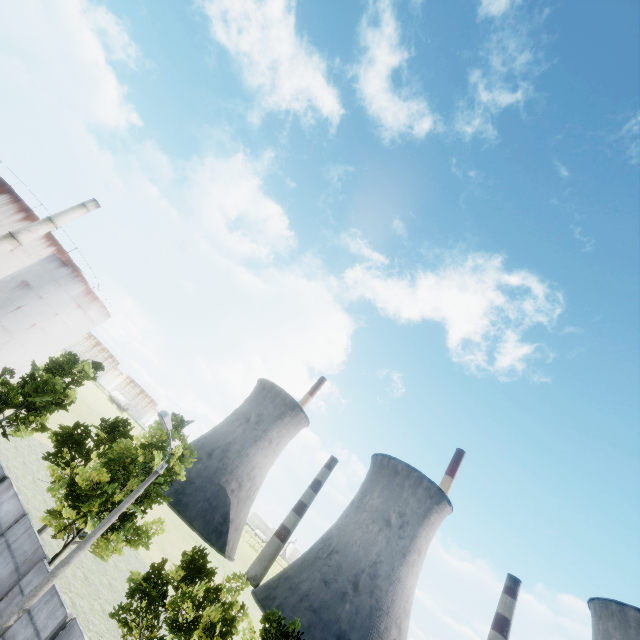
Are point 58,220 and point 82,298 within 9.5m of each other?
no

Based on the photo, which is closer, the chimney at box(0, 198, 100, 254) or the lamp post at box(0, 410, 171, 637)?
the lamp post at box(0, 410, 171, 637)

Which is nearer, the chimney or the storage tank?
the chimney

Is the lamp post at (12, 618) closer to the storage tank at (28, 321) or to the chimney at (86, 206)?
the chimney at (86, 206)

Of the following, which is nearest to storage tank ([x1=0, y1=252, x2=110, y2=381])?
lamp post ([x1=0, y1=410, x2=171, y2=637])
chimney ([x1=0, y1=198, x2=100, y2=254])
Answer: chimney ([x1=0, y1=198, x2=100, y2=254])

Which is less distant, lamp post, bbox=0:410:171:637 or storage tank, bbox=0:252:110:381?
lamp post, bbox=0:410:171:637

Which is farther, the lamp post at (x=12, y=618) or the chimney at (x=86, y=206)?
the chimney at (x=86, y=206)
